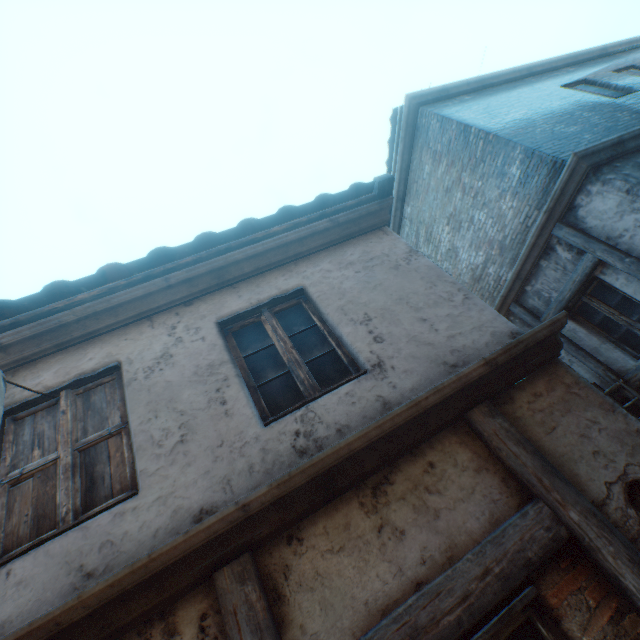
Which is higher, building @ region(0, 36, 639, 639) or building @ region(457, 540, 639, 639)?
building @ region(0, 36, 639, 639)

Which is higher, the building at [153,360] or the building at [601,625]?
the building at [153,360]

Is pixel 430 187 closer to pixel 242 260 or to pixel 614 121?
pixel 614 121
